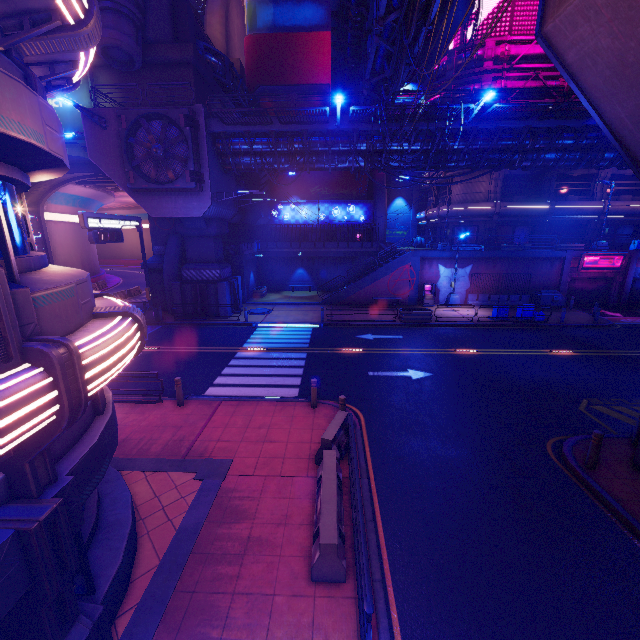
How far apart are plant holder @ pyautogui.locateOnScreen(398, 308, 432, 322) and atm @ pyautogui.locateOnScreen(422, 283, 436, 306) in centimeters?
440cm

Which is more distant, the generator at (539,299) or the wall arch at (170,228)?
the generator at (539,299)

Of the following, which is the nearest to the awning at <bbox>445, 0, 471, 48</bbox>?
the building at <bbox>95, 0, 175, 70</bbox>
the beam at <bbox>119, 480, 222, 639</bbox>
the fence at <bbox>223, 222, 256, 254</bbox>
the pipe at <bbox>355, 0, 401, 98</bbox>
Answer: the pipe at <bbox>355, 0, 401, 98</bbox>

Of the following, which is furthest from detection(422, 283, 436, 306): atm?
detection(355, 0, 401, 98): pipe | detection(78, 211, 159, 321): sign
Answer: detection(78, 211, 159, 321): sign

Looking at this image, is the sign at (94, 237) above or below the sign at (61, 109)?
below

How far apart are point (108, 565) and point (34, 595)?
2.0m

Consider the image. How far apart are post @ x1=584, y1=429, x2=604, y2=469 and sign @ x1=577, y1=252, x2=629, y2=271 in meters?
24.4

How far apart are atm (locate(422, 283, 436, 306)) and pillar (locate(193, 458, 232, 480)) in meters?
22.4
